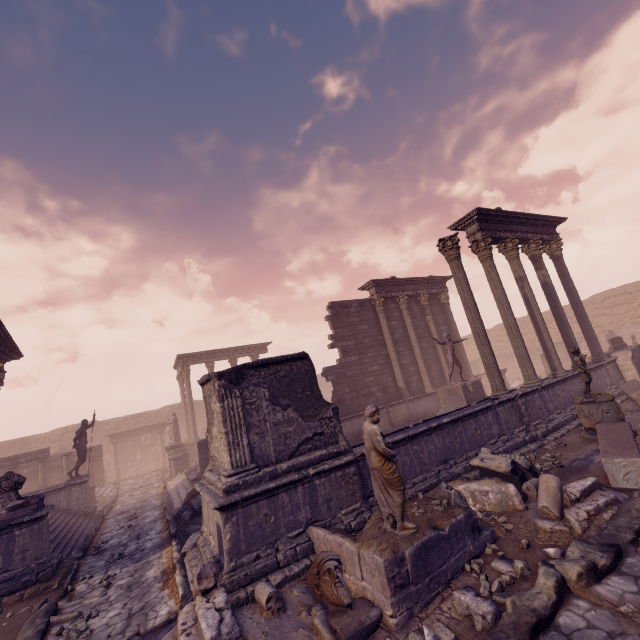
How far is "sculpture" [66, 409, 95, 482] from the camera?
14.1m

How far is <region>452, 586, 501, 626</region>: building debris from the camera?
3.8m

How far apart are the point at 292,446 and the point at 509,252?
11.46m

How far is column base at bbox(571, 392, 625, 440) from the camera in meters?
8.4 m

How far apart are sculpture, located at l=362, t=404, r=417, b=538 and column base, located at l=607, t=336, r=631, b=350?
15.6m

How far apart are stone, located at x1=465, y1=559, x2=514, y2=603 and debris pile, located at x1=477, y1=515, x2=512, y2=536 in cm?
76

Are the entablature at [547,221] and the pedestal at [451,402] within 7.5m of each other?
yes

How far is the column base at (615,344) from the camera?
14.7 meters
